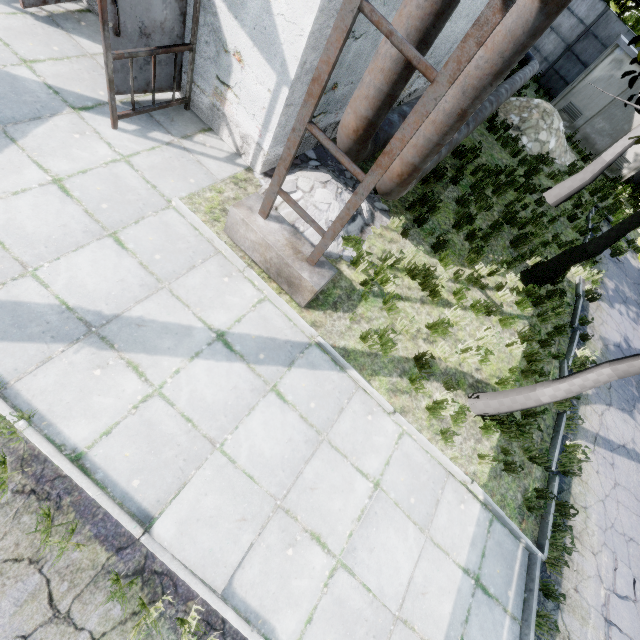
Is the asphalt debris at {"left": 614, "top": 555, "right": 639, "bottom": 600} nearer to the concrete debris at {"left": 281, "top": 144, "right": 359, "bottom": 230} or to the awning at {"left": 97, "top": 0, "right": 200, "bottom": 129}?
the concrete debris at {"left": 281, "top": 144, "right": 359, "bottom": 230}

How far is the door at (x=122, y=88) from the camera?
4.83m

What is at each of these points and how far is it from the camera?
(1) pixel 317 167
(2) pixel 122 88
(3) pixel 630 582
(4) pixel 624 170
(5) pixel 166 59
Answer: (1) concrete debris, 6.32m
(2) door, 5.14m
(3) asphalt debris, 5.75m
(4) fuse box, 16.33m
(5) door, 5.20m

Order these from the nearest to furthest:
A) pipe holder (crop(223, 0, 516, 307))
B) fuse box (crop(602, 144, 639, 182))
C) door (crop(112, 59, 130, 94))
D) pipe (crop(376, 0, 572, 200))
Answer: pipe holder (crop(223, 0, 516, 307)) < pipe (crop(376, 0, 572, 200)) < door (crop(112, 59, 130, 94)) < fuse box (crop(602, 144, 639, 182))

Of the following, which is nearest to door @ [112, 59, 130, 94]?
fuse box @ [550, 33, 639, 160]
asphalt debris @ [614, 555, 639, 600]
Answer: asphalt debris @ [614, 555, 639, 600]

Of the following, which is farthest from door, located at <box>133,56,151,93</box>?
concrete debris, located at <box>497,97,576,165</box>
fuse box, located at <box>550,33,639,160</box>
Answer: fuse box, located at <box>550,33,639,160</box>

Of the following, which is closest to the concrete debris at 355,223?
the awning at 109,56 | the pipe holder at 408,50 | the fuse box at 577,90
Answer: the pipe holder at 408,50

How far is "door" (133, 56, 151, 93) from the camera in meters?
5.0
